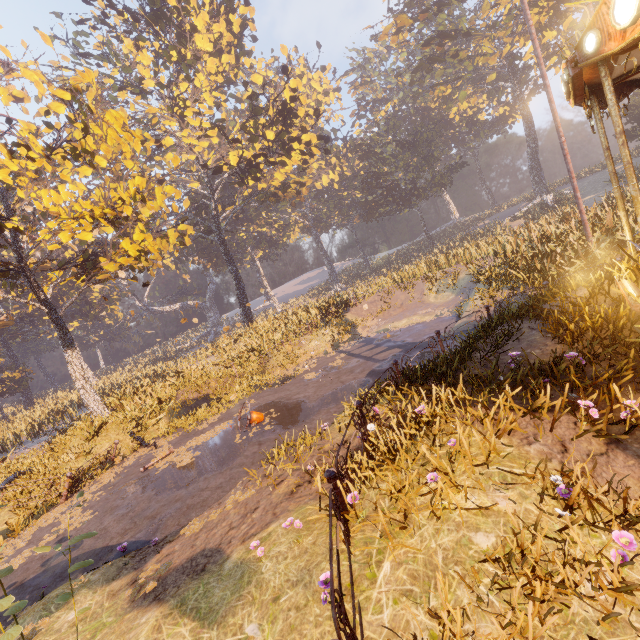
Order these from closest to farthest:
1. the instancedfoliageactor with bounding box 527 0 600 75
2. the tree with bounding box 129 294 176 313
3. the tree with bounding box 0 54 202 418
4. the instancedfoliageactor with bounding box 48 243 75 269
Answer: the instancedfoliageactor with bounding box 527 0 600 75, the tree with bounding box 0 54 202 418, the instancedfoliageactor with bounding box 48 243 75 269, the tree with bounding box 129 294 176 313

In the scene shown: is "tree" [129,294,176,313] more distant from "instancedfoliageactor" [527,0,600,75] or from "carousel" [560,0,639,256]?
"carousel" [560,0,639,256]

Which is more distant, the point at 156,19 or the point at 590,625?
the point at 156,19

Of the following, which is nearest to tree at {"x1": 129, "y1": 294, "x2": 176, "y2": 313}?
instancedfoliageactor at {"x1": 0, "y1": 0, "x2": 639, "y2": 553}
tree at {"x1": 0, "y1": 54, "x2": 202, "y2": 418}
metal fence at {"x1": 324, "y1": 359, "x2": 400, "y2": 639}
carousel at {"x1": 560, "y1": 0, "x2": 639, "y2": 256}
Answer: tree at {"x1": 0, "y1": 54, "x2": 202, "y2": 418}

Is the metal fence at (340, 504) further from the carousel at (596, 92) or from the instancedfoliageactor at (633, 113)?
the instancedfoliageactor at (633, 113)

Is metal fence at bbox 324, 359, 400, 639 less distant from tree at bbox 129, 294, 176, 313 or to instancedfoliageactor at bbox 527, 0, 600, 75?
instancedfoliageactor at bbox 527, 0, 600, 75

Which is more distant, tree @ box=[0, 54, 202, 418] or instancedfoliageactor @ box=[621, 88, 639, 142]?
instancedfoliageactor @ box=[621, 88, 639, 142]

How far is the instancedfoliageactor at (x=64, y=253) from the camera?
38.9m
